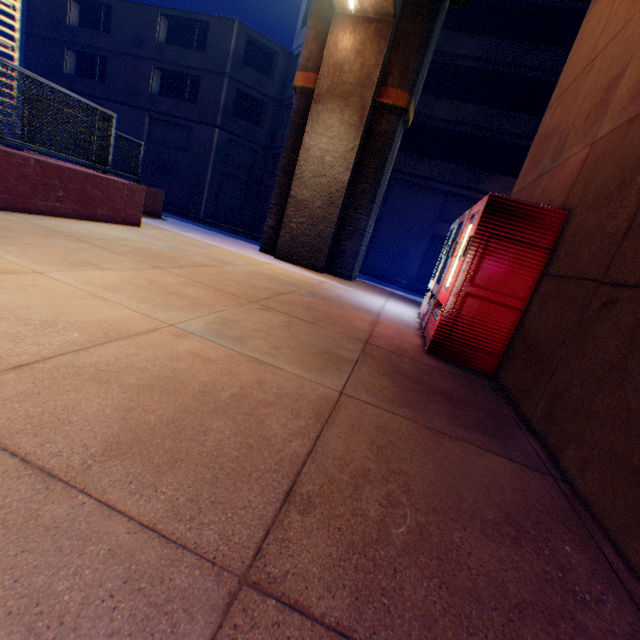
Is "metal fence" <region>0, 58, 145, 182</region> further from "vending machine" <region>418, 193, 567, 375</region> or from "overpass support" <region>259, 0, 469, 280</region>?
"vending machine" <region>418, 193, 567, 375</region>

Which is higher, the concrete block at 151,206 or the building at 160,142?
the building at 160,142

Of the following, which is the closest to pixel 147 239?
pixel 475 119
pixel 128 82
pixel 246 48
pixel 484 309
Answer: pixel 484 309

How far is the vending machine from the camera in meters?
3.6

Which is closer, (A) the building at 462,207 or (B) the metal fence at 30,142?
(B) the metal fence at 30,142

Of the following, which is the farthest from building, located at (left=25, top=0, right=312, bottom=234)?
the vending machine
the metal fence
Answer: the vending machine

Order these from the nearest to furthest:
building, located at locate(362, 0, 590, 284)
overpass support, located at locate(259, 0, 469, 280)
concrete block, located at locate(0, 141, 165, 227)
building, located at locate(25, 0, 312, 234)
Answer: concrete block, located at locate(0, 141, 165, 227), overpass support, located at locate(259, 0, 469, 280), building, located at locate(362, 0, 590, 284), building, located at locate(25, 0, 312, 234)
